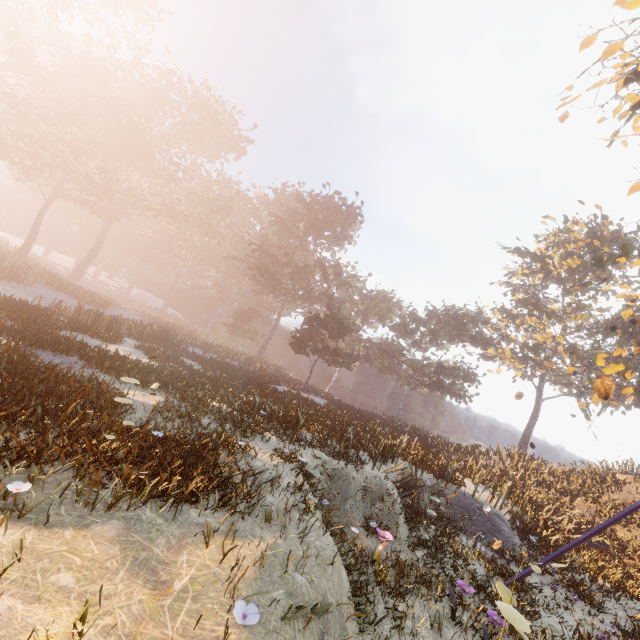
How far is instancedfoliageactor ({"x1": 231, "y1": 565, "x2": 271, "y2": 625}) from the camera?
2.7m

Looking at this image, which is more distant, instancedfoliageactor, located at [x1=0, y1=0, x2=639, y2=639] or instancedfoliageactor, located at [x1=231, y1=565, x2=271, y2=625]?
instancedfoliageactor, located at [x1=0, y1=0, x2=639, y2=639]

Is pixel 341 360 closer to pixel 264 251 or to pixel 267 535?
pixel 264 251

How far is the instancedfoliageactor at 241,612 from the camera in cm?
274

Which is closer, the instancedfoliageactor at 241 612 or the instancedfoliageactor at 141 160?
the instancedfoliageactor at 241 612
